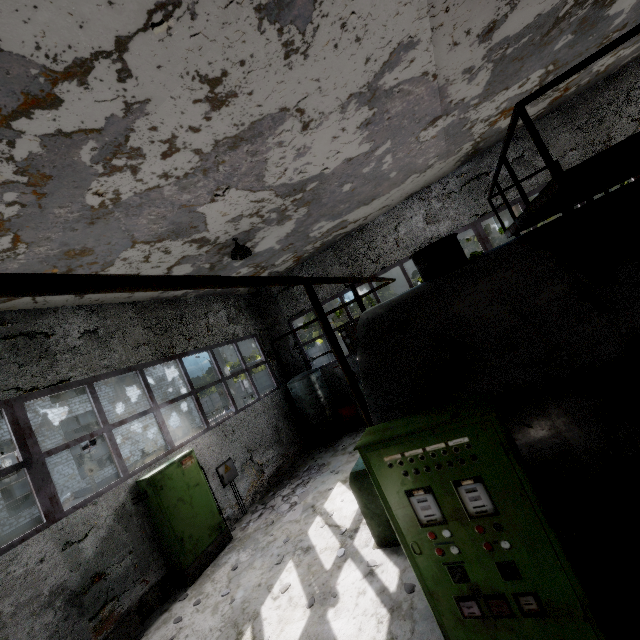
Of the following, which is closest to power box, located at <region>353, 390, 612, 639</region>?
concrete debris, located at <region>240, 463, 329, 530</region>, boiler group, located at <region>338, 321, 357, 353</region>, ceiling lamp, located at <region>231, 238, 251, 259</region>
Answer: concrete debris, located at <region>240, 463, 329, 530</region>

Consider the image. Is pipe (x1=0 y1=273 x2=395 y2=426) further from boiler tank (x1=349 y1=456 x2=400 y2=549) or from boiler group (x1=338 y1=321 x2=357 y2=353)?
boiler group (x1=338 y1=321 x2=357 y2=353)

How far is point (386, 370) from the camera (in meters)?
3.87

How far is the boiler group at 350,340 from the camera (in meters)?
12.22

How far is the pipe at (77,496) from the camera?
21.0m

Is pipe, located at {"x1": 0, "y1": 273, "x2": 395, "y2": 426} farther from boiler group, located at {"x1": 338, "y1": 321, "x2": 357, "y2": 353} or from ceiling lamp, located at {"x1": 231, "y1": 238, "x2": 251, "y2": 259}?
ceiling lamp, located at {"x1": 231, "y1": 238, "x2": 251, "y2": 259}

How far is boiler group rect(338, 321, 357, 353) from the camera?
12.2m

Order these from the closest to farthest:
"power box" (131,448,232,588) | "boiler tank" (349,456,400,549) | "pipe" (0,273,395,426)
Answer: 1. "pipe" (0,273,395,426)
2. "boiler tank" (349,456,400,549)
3. "power box" (131,448,232,588)
